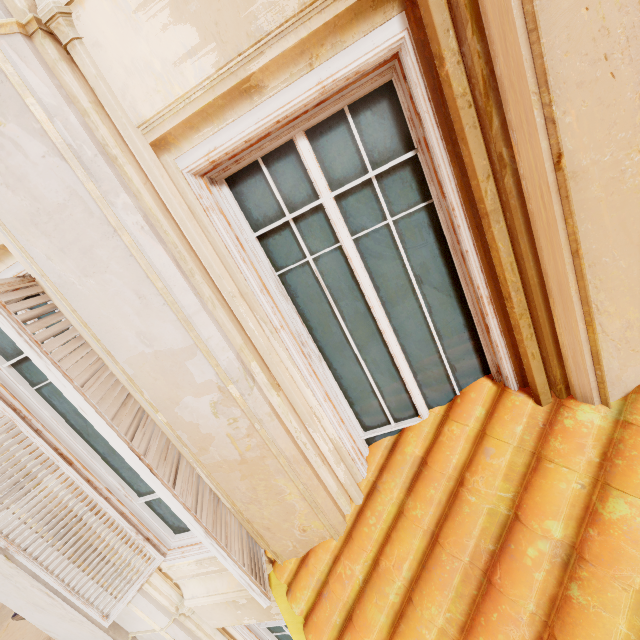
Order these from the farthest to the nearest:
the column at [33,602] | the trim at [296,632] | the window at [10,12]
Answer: the column at [33,602] → the trim at [296,632] → the window at [10,12]

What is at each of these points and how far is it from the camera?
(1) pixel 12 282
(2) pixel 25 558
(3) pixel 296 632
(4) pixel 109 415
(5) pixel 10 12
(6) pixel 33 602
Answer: (1) shutter, 1.6m
(2) shutter, 2.3m
(3) trim, 2.0m
(4) shutter, 1.7m
(5) window, 1.2m
(6) column, 2.9m

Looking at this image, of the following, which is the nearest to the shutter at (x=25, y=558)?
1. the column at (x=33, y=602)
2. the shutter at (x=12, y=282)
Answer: the column at (x=33, y=602)

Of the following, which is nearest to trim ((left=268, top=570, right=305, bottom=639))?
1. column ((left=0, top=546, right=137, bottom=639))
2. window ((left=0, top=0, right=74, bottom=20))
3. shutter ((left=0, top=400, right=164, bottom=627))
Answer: shutter ((left=0, top=400, right=164, bottom=627))

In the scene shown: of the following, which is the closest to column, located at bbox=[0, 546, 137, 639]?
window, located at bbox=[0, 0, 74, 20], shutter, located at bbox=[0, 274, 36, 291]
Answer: window, located at bbox=[0, 0, 74, 20]

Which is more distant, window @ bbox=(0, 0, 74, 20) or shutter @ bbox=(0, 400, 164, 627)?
shutter @ bbox=(0, 400, 164, 627)

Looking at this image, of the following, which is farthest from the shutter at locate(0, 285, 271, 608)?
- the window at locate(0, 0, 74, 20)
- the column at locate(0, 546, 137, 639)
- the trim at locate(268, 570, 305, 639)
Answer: the column at locate(0, 546, 137, 639)
